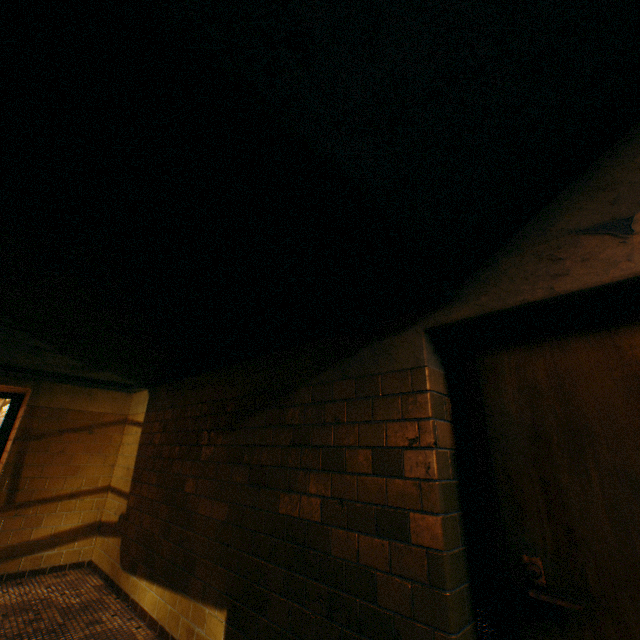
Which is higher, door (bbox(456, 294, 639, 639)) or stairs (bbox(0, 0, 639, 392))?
stairs (bbox(0, 0, 639, 392))

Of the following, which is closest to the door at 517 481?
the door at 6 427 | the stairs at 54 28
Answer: the stairs at 54 28

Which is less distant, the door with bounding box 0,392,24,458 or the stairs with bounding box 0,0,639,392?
the stairs with bounding box 0,0,639,392

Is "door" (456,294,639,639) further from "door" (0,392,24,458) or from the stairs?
"door" (0,392,24,458)

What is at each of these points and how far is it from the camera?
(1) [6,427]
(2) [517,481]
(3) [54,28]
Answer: (1) door, 4.71m
(2) door, 1.50m
(3) stairs, 0.75m

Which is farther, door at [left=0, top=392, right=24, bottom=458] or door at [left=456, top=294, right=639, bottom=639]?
door at [left=0, top=392, right=24, bottom=458]
